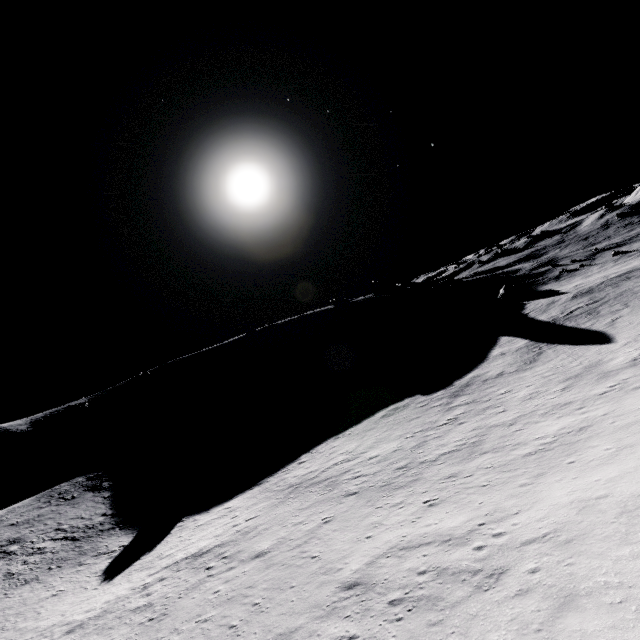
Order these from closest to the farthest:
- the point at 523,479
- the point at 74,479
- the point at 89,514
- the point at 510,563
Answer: the point at 510,563 < the point at 523,479 < the point at 89,514 < the point at 74,479
